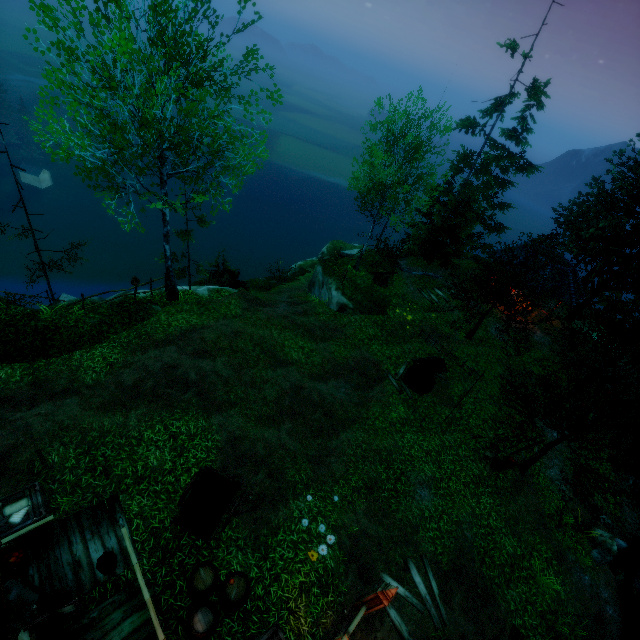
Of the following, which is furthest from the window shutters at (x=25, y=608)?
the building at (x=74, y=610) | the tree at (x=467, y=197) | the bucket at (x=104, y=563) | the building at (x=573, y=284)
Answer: the building at (x=573, y=284)

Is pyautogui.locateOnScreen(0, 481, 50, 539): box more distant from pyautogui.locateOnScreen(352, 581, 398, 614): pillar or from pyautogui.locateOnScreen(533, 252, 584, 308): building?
pyautogui.locateOnScreen(533, 252, 584, 308): building

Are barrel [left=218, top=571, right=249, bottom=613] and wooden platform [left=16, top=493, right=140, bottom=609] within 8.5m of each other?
yes

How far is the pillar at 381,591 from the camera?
7.45m

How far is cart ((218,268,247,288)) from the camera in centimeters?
2138cm

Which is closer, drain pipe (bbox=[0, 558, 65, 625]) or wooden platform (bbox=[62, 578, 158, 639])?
drain pipe (bbox=[0, 558, 65, 625])

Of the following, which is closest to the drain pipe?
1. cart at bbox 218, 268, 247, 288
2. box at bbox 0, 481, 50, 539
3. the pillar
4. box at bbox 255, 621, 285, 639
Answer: box at bbox 0, 481, 50, 539

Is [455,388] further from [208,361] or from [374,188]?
[208,361]
